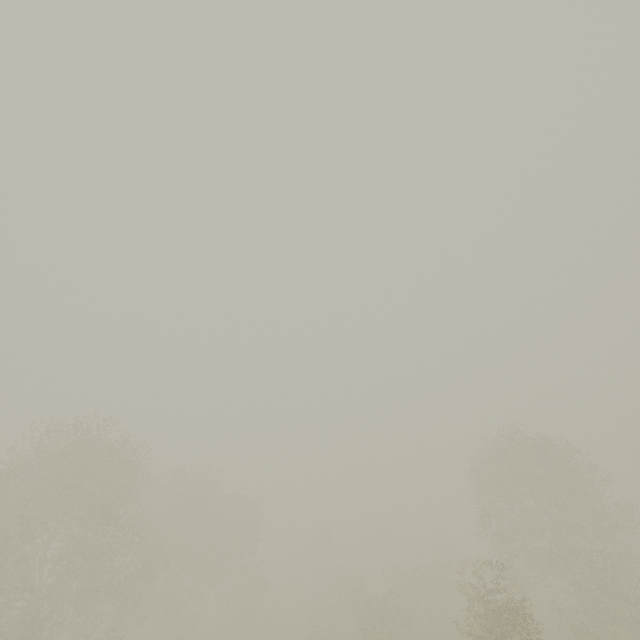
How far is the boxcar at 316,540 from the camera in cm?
5038

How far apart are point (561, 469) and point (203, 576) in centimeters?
3478cm

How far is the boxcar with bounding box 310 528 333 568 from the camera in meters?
50.4
